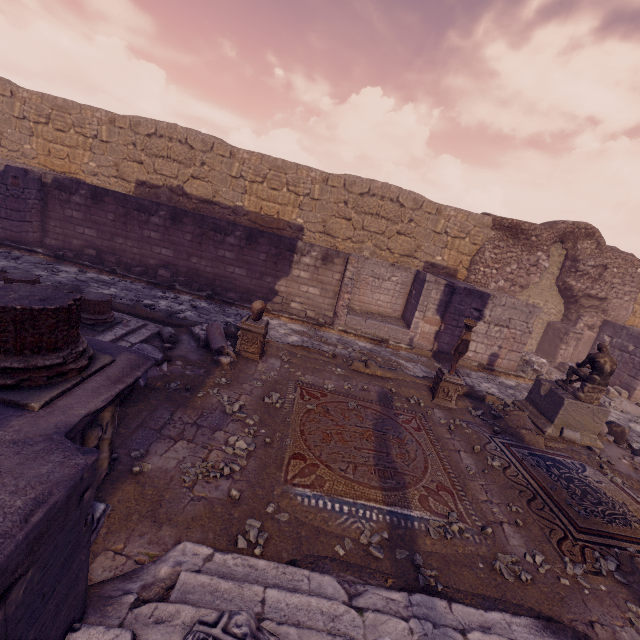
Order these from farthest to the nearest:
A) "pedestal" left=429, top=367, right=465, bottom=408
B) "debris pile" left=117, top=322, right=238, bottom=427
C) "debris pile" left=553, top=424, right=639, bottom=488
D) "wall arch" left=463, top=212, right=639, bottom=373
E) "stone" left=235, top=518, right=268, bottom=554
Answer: "wall arch" left=463, top=212, right=639, bottom=373 < "pedestal" left=429, top=367, right=465, bottom=408 < "debris pile" left=553, top=424, right=639, bottom=488 < "debris pile" left=117, top=322, right=238, bottom=427 < "stone" left=235, top=518, right=268, bottom=554

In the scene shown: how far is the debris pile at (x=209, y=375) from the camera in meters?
4.9

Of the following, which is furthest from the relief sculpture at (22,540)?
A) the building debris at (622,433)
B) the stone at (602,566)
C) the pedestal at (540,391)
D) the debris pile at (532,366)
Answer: the debris pile at (532,366)

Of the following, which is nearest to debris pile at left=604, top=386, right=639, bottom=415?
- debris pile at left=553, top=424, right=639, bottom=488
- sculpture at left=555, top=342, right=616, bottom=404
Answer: debris pile at left=553, top=424, right=639, bottom=488

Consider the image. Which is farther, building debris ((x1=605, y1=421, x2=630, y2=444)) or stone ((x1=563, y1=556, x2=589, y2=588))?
building debris ((x1=605, y1=421, x2=630, y2=444))

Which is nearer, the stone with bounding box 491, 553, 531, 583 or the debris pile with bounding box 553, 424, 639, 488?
the stone with bounding box 491, 553, 531, 583

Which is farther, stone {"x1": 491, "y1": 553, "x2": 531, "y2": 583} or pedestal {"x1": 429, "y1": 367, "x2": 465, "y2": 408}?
pedestal {"x1": 429, "y1": 367, "x2": 465, "y2": 408}

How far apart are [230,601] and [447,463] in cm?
409
